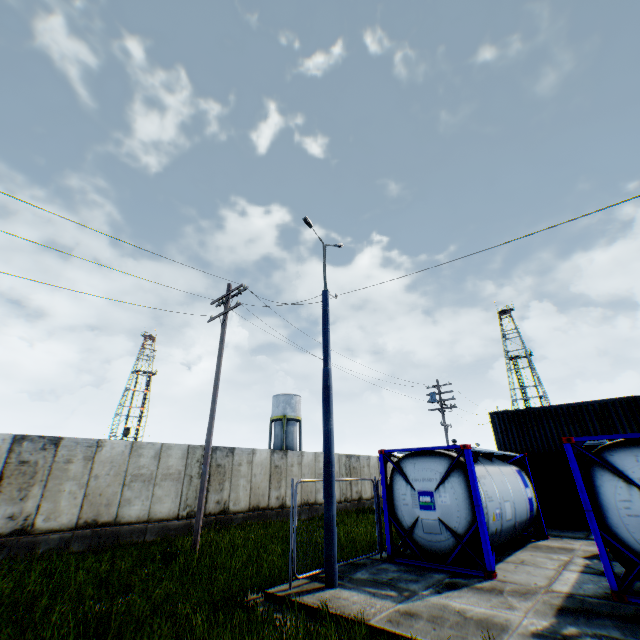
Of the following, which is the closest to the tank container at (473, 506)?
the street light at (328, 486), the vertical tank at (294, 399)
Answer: the street light at (328, 486)

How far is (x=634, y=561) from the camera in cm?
645

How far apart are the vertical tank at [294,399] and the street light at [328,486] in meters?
34.5 m

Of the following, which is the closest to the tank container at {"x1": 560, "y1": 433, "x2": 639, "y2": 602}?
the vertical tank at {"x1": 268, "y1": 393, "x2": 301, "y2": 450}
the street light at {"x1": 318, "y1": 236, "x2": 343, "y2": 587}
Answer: the street light at {"x1": 318, "y1": 236, "x2": 343, "y2": 587}

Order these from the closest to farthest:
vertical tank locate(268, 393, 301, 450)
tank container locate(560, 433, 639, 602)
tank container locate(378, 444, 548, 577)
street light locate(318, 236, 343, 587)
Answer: tank container locate(560, 433, 639, 602) < street light locate(318, 236, 343, 587) < tank container locate(378, 444, 548, 577) < vertical tank locate(268, 393, 301, 450)

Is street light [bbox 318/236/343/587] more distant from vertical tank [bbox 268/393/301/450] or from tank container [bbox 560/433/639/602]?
vertical tank [bbox 268/393/301/450]
